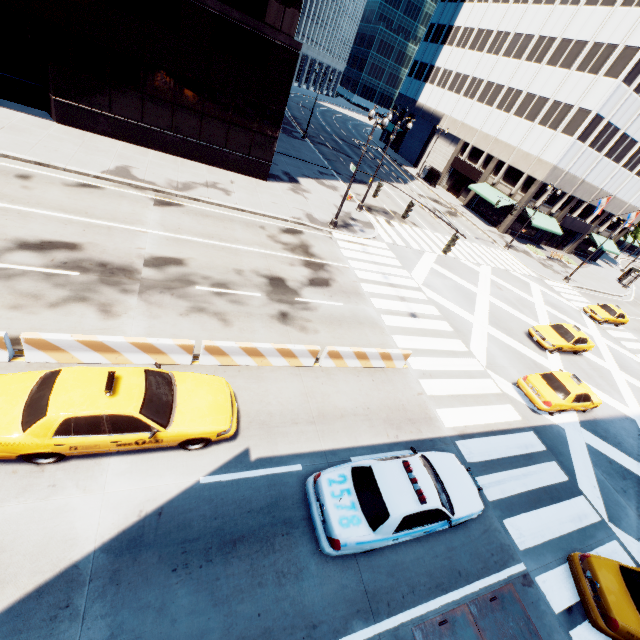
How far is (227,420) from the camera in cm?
822

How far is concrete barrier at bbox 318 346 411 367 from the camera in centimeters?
1186cm

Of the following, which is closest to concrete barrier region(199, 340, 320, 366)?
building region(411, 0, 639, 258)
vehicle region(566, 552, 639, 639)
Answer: vehicle region(566, 552, 639, 639)

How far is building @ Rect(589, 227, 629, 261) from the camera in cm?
4805

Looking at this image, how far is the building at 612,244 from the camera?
48.0m

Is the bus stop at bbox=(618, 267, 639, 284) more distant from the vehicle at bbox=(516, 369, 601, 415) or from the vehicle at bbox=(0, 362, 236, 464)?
the vehicle at bbox=(0, 362, 236, 464)

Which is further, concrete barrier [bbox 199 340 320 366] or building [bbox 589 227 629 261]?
building [bbox 589 227 629 261]

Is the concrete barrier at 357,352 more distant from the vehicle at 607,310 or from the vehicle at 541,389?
the vehicle at 607,310
